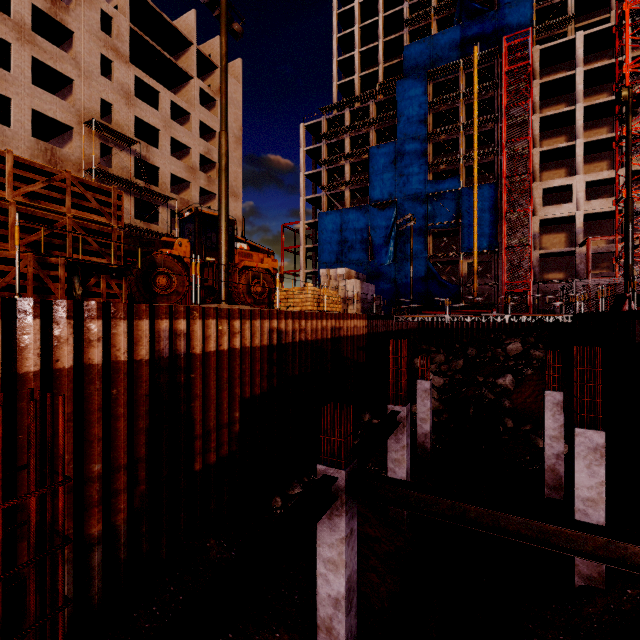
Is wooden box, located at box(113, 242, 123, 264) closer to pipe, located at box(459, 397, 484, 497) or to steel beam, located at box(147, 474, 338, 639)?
steel beam, located at box(147, 474, 338, 639)

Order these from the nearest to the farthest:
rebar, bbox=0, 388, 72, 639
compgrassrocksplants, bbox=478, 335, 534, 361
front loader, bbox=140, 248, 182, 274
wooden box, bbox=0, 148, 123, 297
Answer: rebar, bbox=0, 388, 72, 639 < wooden box, bbox=0, 148, 123, 297 < front loader, bbox=140, 248, 182, 274 < compgrassrocksplants, bbox=478, 335, 534, 361

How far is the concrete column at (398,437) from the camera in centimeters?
1045cm

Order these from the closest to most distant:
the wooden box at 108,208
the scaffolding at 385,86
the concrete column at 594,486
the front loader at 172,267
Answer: the wooden box at 108,208 < the concrete column at 594,486 < the front loader at 172,267 < the scaffolding at 385,86

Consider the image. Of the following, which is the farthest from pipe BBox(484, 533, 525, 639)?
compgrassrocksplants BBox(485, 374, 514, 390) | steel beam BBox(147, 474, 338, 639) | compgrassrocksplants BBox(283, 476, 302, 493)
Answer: compgrassrocksplants BBox(283, 476, 302, 493)

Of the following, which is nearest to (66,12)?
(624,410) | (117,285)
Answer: (117,285)

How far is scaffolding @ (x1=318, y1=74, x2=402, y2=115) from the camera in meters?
44.8

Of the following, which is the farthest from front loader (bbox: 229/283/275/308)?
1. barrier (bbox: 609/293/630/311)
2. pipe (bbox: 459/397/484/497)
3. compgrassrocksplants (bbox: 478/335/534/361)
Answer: compgrassrocksplants (bbox: 478/335/534/361)
